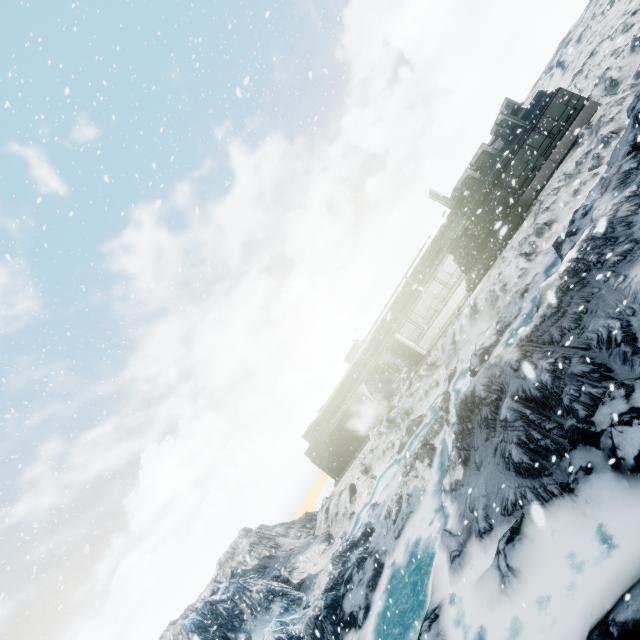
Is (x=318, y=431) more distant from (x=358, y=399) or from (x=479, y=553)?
(x=479, y=553)
